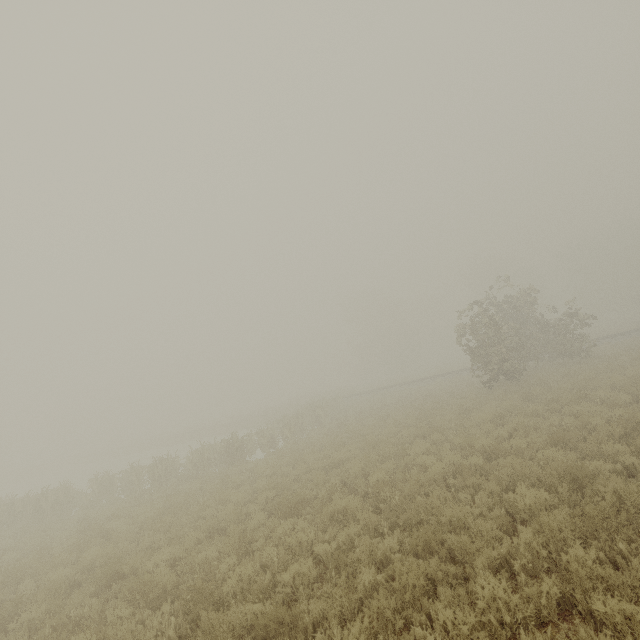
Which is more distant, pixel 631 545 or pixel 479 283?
pixel 479 283
